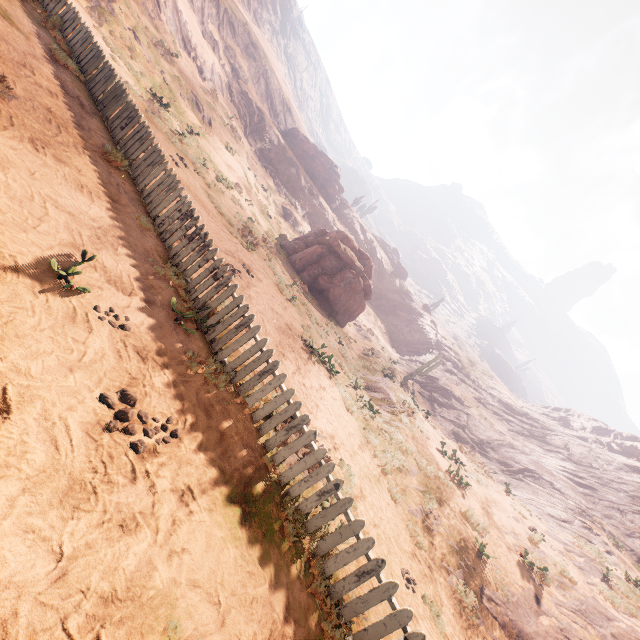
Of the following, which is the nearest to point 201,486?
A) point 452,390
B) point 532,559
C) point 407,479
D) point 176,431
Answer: point 176,431

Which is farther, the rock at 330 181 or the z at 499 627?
the rock at 330 181

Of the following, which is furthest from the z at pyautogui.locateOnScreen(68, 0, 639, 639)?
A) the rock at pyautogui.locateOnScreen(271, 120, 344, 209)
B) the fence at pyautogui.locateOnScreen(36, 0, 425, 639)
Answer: the rock at pyautogui.locateOnScreen(271, 120, 344, 209)

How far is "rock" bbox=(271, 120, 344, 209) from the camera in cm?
4741

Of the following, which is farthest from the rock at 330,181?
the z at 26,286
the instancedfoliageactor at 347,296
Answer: the z at 26,286

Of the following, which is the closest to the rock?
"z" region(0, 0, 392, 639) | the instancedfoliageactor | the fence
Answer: the instancedfoliageactor

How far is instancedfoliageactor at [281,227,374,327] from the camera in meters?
23.2
